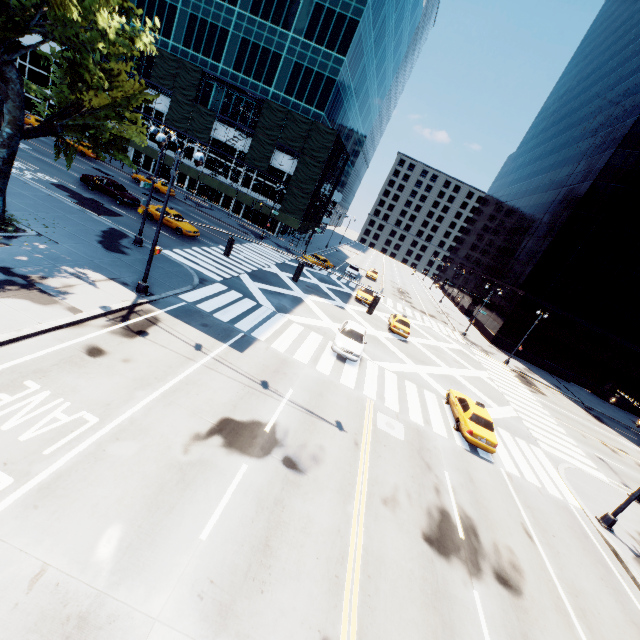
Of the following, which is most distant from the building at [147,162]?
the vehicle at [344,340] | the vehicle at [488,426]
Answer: the vehicle at [488,426]

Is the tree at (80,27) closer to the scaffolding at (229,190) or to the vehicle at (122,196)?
the vehicle at (122,196)

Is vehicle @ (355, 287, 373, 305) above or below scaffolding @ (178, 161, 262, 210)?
below

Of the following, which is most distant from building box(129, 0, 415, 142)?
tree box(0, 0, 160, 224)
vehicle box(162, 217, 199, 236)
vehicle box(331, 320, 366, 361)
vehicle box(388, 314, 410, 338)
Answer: vehicle box(331, 320, 366, 361)

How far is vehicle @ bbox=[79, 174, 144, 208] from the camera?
28.0m

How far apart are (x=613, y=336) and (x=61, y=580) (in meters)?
58.52

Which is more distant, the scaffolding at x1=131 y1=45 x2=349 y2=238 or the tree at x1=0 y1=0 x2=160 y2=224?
the scaffolding at x1=131 y1=45 x2=349 y2=238

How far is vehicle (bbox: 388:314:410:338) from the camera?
28.7m
